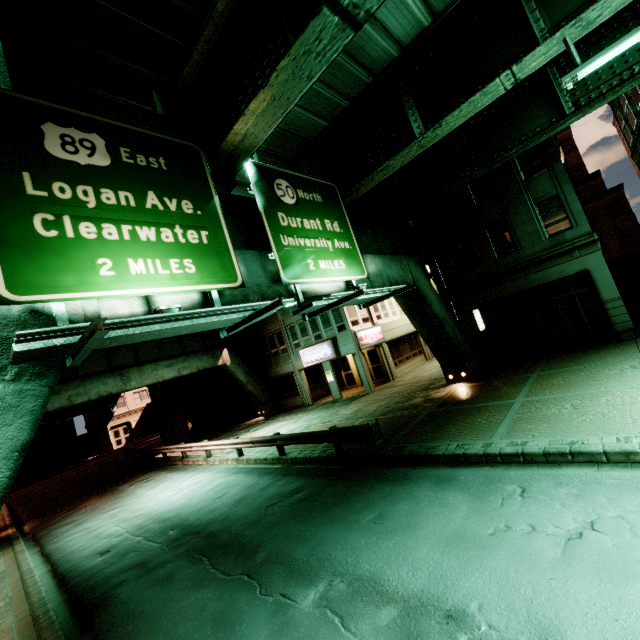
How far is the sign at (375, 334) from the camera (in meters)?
23.23

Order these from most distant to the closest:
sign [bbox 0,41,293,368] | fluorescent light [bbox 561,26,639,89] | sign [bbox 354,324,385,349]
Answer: sign [bbox 354,324,385,349] → fluorescent light [bbox 561,26,639,89] → sign [bbox 0,41,293,368]

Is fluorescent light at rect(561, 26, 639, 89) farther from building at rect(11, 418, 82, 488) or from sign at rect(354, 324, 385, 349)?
building at rect(11, 418, 82, 488)

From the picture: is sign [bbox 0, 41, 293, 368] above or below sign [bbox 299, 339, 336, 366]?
above

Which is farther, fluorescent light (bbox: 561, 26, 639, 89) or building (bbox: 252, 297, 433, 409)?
building (bbox: 252, 297, 433, 409)

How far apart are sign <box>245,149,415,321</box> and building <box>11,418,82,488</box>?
49.57m

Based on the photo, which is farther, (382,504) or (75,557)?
(75,557)

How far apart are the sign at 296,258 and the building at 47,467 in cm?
4957
